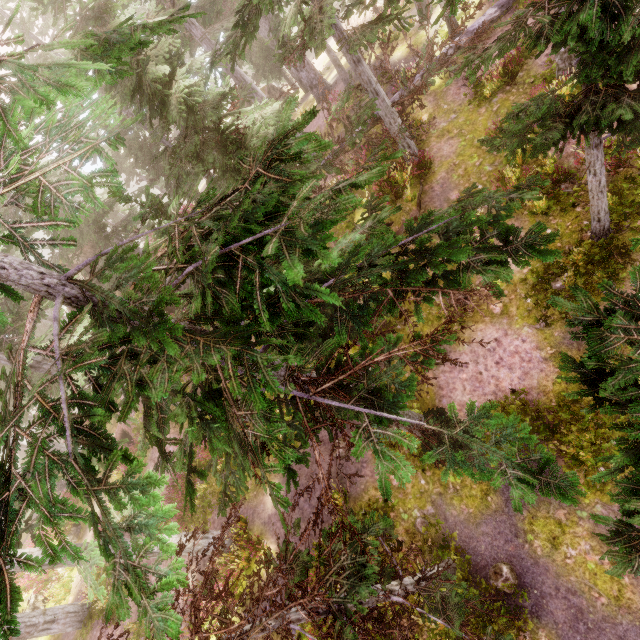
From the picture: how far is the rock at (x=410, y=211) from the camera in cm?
1337

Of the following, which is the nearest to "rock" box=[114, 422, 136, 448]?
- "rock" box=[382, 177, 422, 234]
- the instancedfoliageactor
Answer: the instancedfoliageactor

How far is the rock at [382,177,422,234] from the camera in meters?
13.4 m

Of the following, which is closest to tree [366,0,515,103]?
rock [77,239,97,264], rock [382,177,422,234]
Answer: rock [382,177,422,234]

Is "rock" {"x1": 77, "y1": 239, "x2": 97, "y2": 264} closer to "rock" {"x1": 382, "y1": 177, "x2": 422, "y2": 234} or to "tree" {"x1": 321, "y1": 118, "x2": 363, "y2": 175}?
"tree" {"x1": 321, "y1": 118, "x2": 363, "y2": 175}

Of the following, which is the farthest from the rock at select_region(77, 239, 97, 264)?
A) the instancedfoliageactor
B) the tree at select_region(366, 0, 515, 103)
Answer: the tree at select_region(366, 0, 515, 103)

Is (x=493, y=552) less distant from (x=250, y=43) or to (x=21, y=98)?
(x=21, y=98)

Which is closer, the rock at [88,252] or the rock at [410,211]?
the rock at [410,211]
